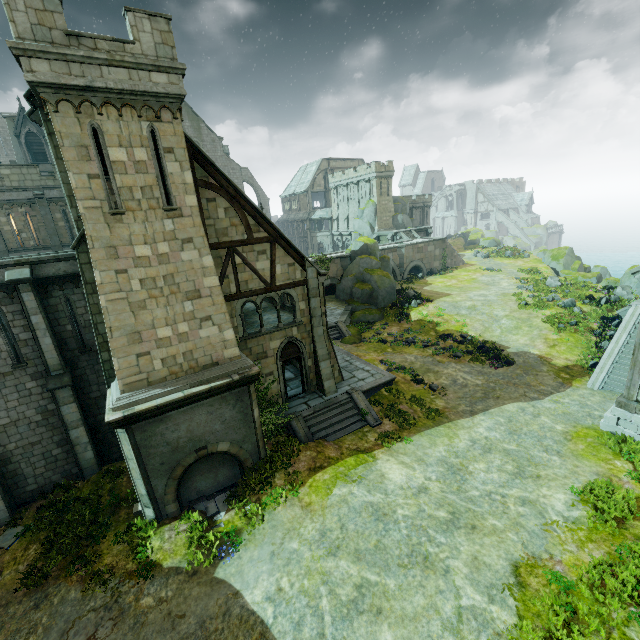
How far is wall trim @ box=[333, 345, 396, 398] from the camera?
18.7 meters

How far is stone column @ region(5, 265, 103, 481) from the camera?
12.4m

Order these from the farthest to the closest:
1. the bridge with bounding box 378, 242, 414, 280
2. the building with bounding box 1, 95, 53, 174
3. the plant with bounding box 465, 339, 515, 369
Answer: the bridge with bounding box 378, 242, 414, 280 → the building with bounding box 1, 95, 53, 174 → the plant with bounding box 465, 339, 515, 369

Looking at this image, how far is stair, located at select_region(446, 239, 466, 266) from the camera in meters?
48.7 m

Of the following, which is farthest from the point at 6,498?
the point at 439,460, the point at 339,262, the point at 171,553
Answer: the point at 339,262

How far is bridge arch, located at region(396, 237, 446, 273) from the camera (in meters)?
45.34

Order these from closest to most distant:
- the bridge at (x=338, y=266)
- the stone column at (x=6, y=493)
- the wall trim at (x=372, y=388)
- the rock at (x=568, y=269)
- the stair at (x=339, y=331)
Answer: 1. the stone column at (x=6, y=493)
2. the wall trim at (x=372, y=388)
3. the stair at (x=339, y=331)
4. the rock at (x=568, y=269)
5. the bridge at (x=338, y=266)

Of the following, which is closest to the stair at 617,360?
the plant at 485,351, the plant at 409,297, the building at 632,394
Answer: the building at 632,394
